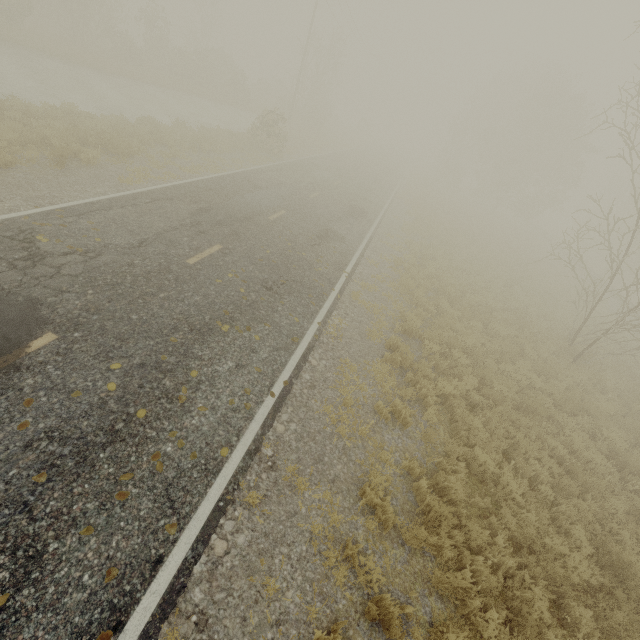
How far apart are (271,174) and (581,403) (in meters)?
16.92
